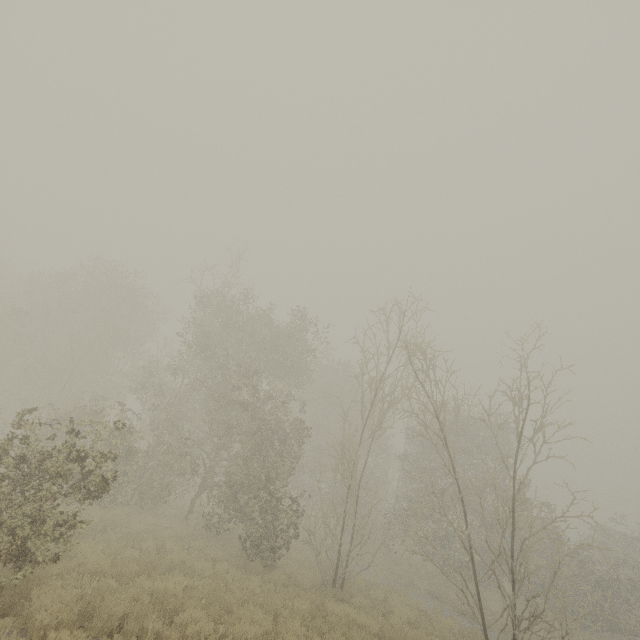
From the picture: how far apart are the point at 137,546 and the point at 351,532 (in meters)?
21.20

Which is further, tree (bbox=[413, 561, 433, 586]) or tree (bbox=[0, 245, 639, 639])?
tree (bbox=[413, 561, 433, 586])

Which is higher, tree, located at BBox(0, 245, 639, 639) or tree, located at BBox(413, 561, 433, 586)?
tree, located at BBox(0, 245, 639, 639)

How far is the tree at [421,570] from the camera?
19.0m

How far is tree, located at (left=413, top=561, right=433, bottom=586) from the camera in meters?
19.0

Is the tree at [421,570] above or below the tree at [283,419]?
below
